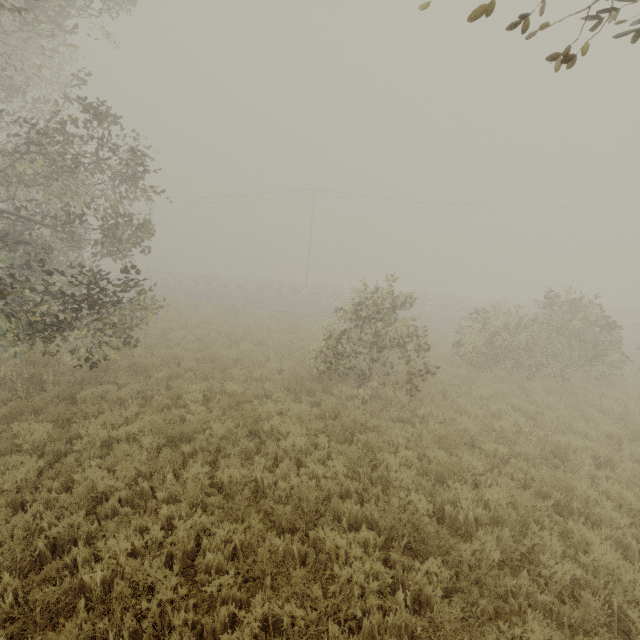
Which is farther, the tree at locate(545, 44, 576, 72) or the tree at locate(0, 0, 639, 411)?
the tree at locate(0, 0, 639, 411)

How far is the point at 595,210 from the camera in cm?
3059

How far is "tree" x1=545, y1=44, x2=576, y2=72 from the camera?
1.65m

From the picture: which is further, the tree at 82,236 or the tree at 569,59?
the tree at 82,236

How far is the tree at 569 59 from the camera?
1.6 meters
